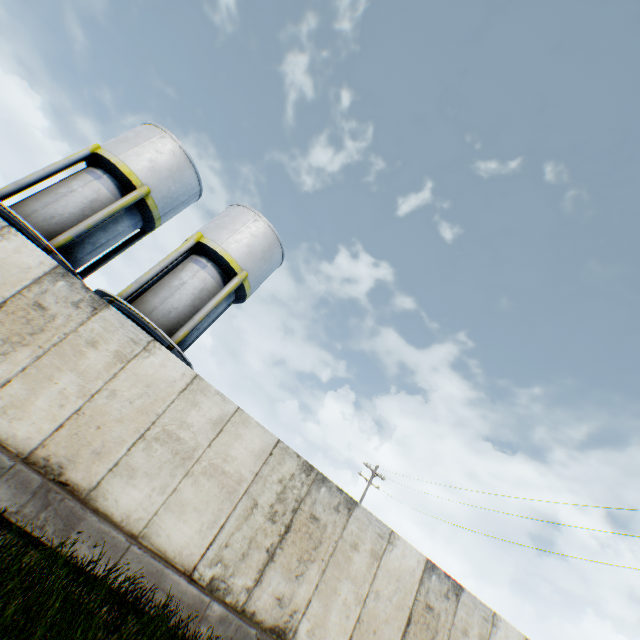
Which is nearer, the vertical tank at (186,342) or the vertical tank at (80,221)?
the vertical tank at (80,221)

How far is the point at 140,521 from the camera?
6.0 meters

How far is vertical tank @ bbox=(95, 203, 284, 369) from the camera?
13.0m

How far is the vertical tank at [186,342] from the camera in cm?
1298

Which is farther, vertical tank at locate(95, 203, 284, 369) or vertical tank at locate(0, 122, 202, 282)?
vertical tank at locate(95, 203, 284, 369)
